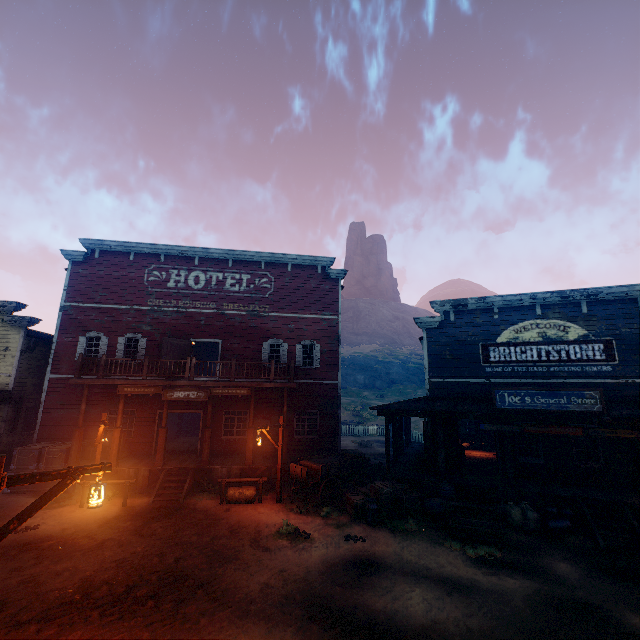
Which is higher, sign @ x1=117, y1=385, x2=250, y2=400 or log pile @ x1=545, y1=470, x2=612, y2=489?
sign @ x1=117, y1=385, x2=250, y2=400

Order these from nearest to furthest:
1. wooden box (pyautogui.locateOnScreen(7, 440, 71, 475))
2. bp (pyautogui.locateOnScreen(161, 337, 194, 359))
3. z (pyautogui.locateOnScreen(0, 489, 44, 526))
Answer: z (pyautogui.locateOnScreen(0, 489, 44, 526)) → wooden box (pyautogui.locateOnScreen(7, 440, 71, 475)) → bp (pyautogui.locateOnScreen(161, 337, 194, 359))

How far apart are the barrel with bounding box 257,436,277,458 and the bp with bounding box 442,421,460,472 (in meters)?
7.46

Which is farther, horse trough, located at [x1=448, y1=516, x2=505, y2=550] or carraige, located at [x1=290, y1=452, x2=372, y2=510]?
→ carraige, located at [x1=290, y1=452, x2=372, y2=510]

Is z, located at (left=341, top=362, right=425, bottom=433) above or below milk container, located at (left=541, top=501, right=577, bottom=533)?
above

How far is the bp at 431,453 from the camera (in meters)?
14.09

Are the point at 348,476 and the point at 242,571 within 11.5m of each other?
yes

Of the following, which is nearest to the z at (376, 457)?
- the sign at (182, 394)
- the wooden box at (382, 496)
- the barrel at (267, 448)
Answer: the wooden box at (382, 496)
